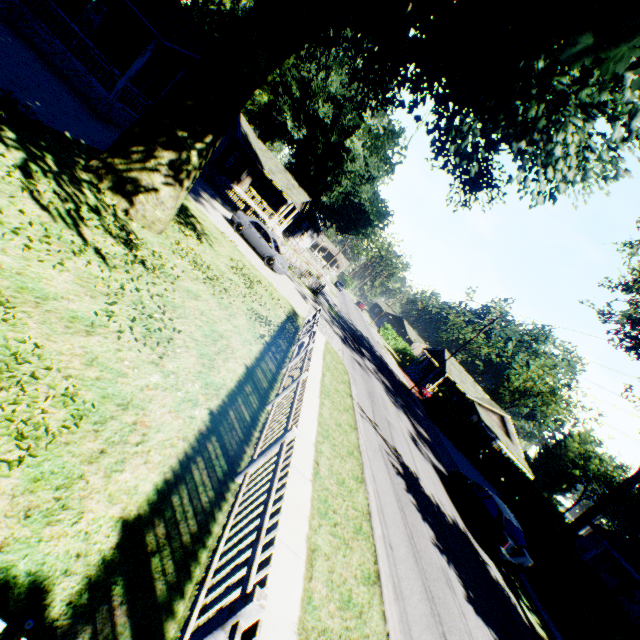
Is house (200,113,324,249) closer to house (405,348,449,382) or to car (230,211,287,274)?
car (230,211,287,274)

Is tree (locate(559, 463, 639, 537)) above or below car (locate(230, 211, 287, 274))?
above

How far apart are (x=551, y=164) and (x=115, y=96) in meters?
17.5 m

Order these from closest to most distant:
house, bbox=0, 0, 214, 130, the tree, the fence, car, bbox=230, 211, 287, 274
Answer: the fence → house, bbox=0, 0, 214, 130 → the tree → car, bbox=230, 211, 287, 274

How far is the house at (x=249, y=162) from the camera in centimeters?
2775cm

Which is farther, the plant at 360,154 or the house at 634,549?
the house at 634,549

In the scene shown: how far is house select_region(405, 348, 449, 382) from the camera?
47.35m

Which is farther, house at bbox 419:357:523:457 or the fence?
house at bbox 419:357:523:457
